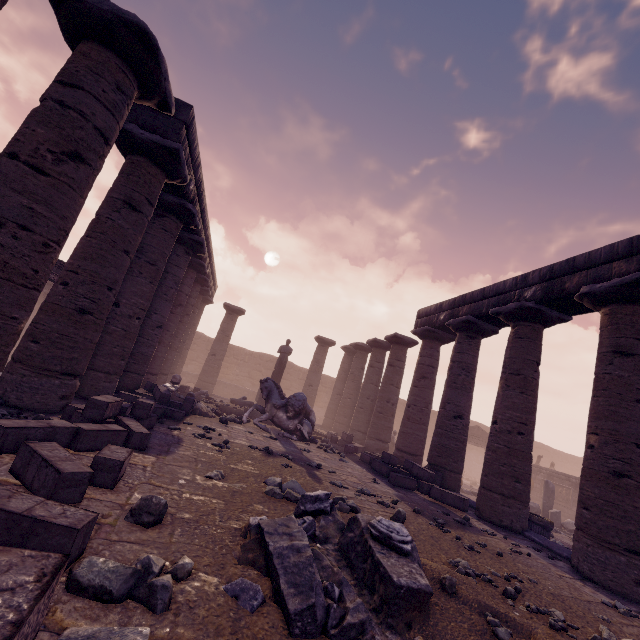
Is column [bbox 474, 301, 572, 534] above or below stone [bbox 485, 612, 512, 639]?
above

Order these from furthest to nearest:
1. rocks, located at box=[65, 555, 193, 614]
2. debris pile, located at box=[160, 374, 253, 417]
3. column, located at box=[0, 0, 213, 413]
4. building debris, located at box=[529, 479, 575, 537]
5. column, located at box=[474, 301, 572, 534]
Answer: building debris, located at box=[529, 479, 575, 537]
debris pile, located at box=[160, 374, 253, 417]
column, located at box=[474, 301, 572, 534]
column, located at box=[0, 0, 213, 413]
rocks, located at box=[65, 555, 193, 614]

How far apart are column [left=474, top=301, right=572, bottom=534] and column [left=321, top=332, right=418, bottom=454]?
7.8 meters

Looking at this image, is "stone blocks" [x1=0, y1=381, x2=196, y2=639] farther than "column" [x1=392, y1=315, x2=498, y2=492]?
No

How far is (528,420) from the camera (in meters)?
7.91

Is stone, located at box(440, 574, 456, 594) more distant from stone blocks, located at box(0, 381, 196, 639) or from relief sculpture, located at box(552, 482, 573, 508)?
relief sculpture, located at box(552, 482, 573, 508)

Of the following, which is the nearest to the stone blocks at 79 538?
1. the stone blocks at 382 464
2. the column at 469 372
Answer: the stone blocks at 382 464

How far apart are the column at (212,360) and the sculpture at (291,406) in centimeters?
798cm
